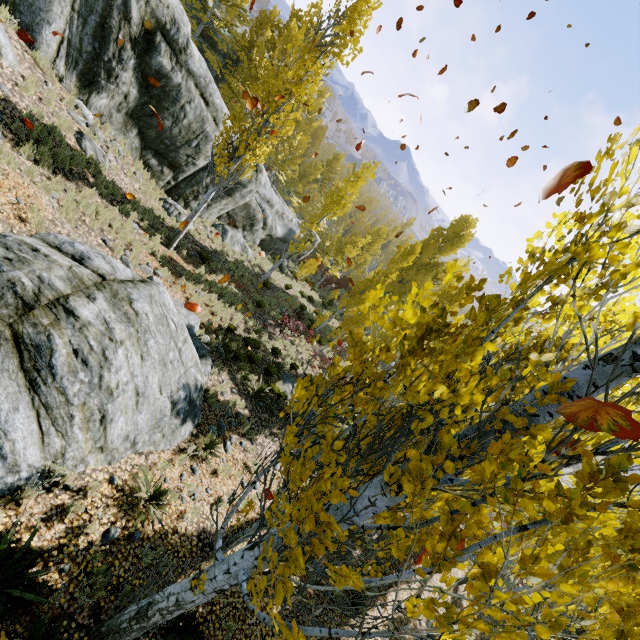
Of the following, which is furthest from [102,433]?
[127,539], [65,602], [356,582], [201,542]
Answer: [356,582]

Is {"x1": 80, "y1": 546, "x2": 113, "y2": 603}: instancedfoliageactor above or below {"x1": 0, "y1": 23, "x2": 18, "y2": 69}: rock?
below

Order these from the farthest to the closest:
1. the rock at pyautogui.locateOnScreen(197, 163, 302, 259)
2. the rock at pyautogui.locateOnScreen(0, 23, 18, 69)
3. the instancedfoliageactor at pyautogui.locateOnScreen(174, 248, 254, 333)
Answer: the rock at pyautogui.locateOnScreen(197, 163, 302, 259) → the instancedfoliageactor at pyautogui.locateOnScreen(174, 248, 254, 333) → the rock at pyautogui.locateOnScreen(0, 23, 18, 69)

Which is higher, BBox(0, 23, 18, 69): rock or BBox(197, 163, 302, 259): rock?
BBox(0, 23, 18, 69): rock

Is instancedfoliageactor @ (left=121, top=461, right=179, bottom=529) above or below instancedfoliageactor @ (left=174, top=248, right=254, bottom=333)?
above

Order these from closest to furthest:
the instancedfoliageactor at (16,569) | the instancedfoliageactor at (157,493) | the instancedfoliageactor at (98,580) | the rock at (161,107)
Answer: the instancedfoliageactor at (16,569)
the instancedfoliageactor at (98,580)
the instancedfoliageactor at (157,493)
the rock at (161,107)

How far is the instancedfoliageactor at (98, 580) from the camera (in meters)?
4.59
